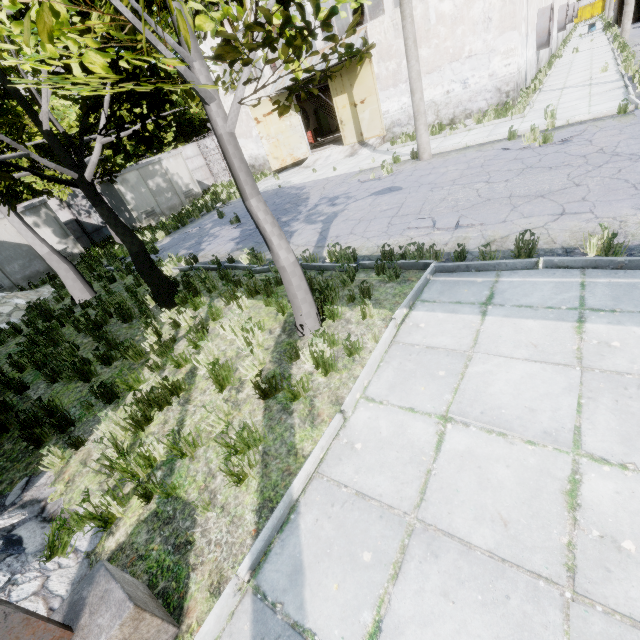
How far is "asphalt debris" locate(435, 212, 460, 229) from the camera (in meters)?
6.73

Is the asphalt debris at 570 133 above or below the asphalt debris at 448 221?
above

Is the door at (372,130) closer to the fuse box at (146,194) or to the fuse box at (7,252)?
the fuse box at (146,194)

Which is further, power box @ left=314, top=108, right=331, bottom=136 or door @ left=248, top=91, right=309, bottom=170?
power box @ left=314, top=108, right=331, bottom=136

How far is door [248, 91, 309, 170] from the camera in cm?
1978

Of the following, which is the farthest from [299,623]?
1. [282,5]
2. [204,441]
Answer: [282,5]

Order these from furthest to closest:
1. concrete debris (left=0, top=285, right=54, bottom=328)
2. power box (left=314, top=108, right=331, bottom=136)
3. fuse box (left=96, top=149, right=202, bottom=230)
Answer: power box (left=314, top=108, right=331, bottom=136) < fuse box (left=96, top=149, right=202, bottom=230) < concrete debris (left=0, top=285, right=54, bottom=328)

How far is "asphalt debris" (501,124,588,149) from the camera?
8.9 meters
